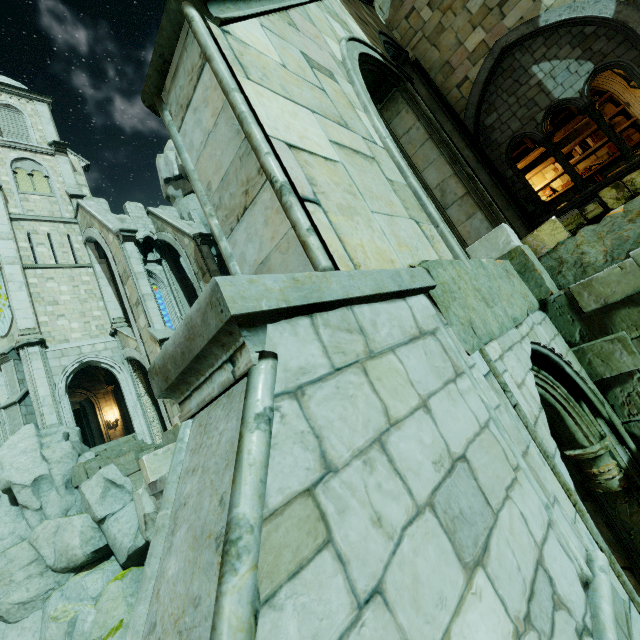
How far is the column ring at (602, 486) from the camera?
3.8m

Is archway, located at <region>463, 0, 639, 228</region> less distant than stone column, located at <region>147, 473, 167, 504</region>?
No

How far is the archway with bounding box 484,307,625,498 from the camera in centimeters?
242cm

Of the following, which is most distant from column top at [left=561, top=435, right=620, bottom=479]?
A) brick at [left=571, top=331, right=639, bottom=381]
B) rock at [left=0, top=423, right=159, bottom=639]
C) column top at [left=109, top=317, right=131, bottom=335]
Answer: column top at [left=109, top=317, right=131, bottom=335]

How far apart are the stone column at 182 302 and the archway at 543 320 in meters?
21.7 m

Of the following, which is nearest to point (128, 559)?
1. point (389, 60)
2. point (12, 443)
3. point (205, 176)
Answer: point (12, 443)

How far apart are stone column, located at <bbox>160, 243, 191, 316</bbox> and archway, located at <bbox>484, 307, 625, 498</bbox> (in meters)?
21.72

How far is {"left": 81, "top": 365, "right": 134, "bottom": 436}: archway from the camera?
21.78m
